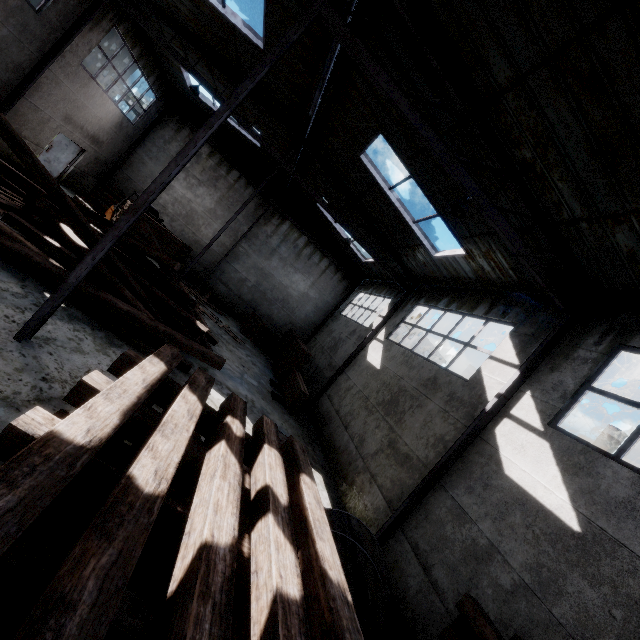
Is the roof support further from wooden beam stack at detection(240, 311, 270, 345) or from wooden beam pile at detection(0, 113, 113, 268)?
wooden beam stack at detection(240, 311, 270, 345)

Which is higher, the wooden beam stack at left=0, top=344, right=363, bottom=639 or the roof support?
the roof support

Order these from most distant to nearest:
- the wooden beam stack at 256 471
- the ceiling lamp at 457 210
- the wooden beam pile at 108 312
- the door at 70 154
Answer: Answer: the door at 70 154 < the wooden beam pile at 108 312 < the ceiling lamp at 457 210 < the wooden beam stack at 256 471

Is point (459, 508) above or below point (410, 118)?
below

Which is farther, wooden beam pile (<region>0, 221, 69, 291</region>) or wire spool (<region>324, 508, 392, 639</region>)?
wooden beam pile (<region>0, 221, 69, 291</region>)

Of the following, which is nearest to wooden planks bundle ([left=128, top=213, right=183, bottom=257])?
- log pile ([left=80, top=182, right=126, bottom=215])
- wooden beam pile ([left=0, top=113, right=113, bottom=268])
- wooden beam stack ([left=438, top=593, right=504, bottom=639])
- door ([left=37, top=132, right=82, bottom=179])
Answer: wooden beam pile ([left=0, top=113, right=113, bottom=268])

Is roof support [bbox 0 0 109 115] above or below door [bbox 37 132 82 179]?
above

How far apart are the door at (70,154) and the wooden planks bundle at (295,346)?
14.3 meters
